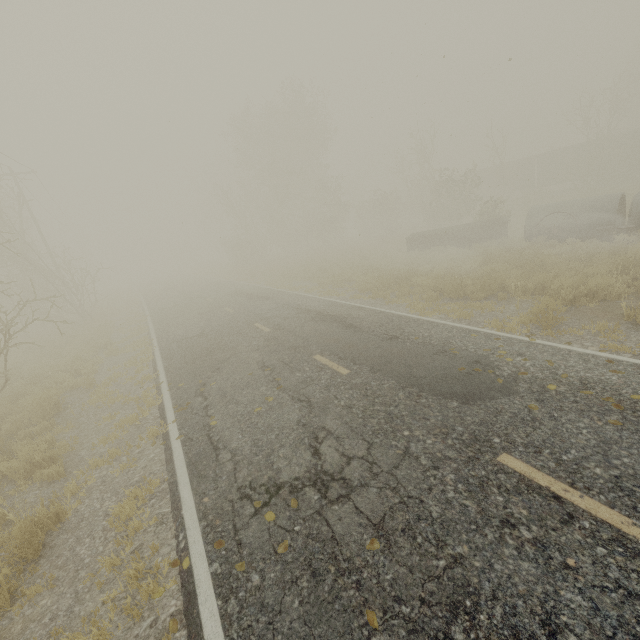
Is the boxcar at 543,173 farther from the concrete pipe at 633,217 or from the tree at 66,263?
the tree at 66,263

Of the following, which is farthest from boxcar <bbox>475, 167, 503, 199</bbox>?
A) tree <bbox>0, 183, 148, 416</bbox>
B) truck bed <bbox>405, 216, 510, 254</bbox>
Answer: tree <bbox>0, 183, 148, 416</bbox>

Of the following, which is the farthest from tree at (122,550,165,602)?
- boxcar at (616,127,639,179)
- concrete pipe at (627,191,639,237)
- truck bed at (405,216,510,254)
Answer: boxcar at (616,127,639,179)

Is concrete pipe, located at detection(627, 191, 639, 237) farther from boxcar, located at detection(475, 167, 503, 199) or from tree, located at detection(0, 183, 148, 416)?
boxcar, located at detection(475, 167, 503, 199)

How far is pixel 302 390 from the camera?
6.8 meters

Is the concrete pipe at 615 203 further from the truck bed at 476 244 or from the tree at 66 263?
the tree at 66 263

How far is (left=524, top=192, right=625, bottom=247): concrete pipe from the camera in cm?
1418

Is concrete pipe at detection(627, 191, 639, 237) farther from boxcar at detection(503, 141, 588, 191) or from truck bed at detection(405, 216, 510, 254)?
boxcar at detection(503, 141, 588, 191)
